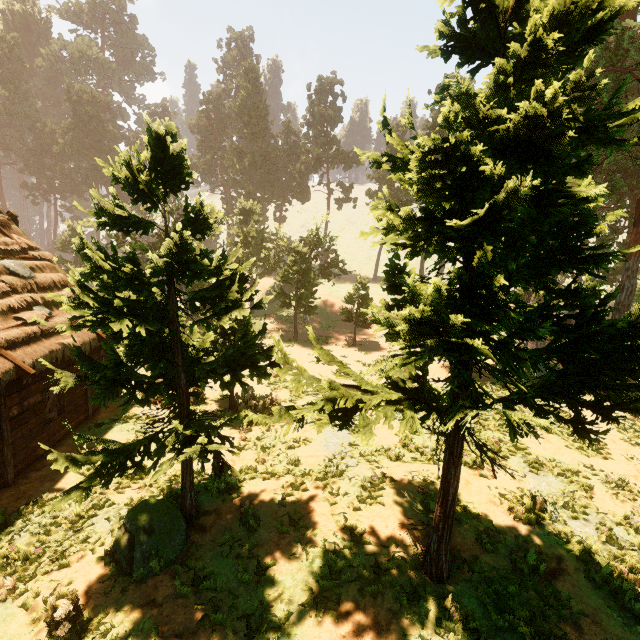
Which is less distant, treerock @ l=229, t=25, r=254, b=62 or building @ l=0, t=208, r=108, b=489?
building @ l=0, t=208, r=108, b=489

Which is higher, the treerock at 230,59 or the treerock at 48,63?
the treerock at 230,59

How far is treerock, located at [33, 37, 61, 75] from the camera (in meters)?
55.16

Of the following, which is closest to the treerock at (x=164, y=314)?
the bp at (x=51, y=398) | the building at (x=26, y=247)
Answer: the building at (x=26, y=247)

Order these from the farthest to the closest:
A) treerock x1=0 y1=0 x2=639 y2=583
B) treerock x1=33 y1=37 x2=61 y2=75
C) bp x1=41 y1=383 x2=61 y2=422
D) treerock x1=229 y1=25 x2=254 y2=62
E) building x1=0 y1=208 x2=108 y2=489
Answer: treerock x1=229 y1=25 x2=254 y2=62 < treerock x1=33 y1=37 x2=61 y2=75 < bp x1=41 y1=383 x2=61 y2=422 < building x1=0 y1=208 x2=108 y2=489 < treerock x1=0 y1=0 x2=639 y2=583

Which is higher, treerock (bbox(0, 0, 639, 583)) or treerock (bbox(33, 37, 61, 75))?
treerock (bbox(33, 37, 61, 75))

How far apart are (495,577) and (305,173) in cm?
5228

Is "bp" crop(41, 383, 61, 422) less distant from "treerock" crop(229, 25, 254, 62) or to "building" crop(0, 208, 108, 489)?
"building" crop(0, 208, 108, 489)
